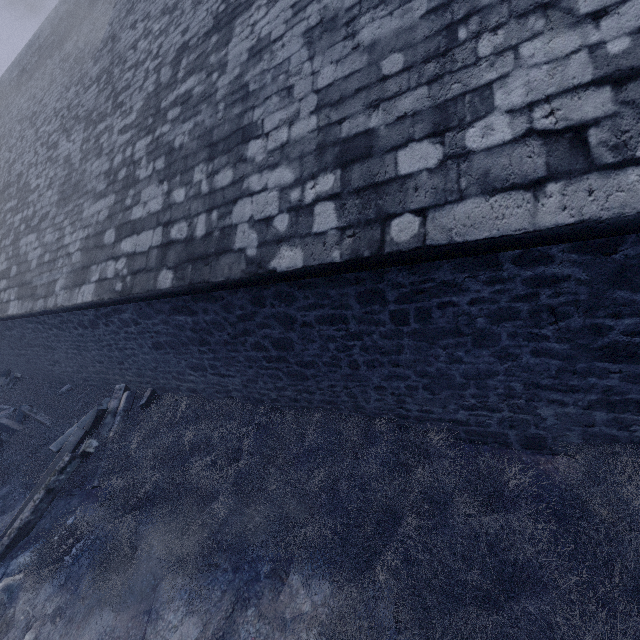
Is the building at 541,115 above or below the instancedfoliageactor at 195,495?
above

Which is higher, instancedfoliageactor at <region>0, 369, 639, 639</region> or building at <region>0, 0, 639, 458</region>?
building at <region>0, 0, 639, 458</region>

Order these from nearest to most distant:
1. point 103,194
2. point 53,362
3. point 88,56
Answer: point 103,194
point 88,56
point 53,362
